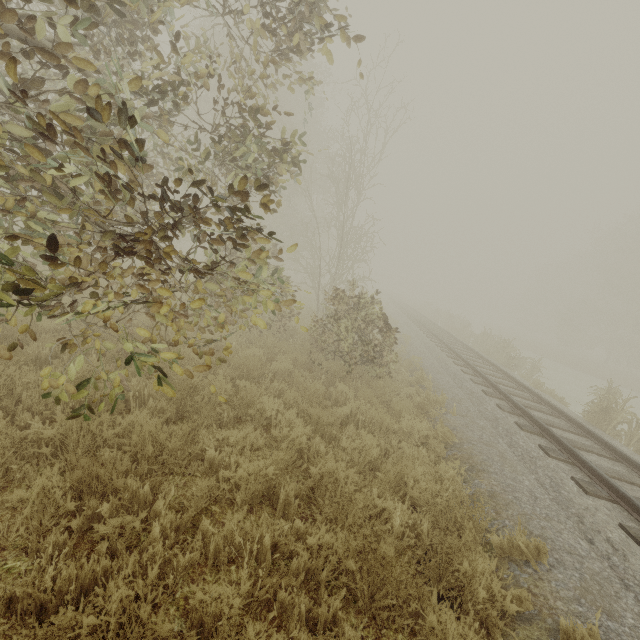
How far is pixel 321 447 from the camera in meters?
4.6

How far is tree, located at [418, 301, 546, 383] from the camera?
16.1 meters

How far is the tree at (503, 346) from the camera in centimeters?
1611cm

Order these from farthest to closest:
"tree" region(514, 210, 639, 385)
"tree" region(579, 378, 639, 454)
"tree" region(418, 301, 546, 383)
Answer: "tree" region(514, 210, 639, 385) < "tree" region(418, 301, 546, 383) < "tree" region(579, 378, 639, 454)

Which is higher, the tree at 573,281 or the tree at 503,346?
the tree at 573,281

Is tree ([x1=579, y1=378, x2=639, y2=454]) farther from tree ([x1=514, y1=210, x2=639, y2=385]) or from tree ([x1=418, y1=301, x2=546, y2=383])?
tree ([x1=514, y1=210, x2=639, y2=385])

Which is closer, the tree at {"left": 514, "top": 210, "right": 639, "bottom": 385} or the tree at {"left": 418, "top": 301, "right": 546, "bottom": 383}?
the tree at {"left": 418, "top": 301, "right": 546, "bottom": 383}
